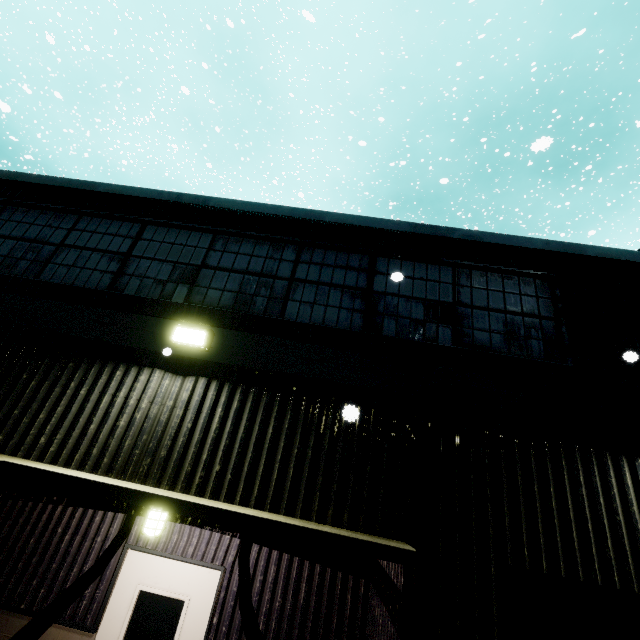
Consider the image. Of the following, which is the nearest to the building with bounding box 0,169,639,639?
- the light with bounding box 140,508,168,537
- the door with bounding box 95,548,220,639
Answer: the door with bounding box 95,548,220,639

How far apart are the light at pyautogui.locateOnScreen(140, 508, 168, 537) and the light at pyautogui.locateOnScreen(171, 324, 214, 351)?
1.8 meters

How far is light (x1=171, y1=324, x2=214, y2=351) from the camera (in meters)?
4.09

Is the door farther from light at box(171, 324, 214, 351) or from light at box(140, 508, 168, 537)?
light at box(171, 324, 214, 351)

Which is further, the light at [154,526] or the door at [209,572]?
the door at [209,572]

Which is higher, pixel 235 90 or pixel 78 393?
pixel 235 90

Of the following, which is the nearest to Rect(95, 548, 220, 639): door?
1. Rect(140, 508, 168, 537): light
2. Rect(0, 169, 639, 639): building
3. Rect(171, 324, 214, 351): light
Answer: Rect(0, 169, 639, 639): building

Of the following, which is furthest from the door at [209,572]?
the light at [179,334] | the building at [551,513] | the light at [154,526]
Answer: the light at [179,334]
